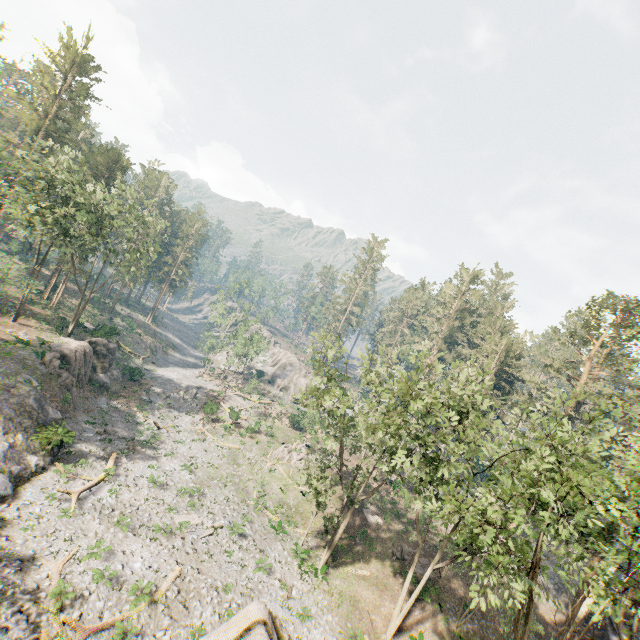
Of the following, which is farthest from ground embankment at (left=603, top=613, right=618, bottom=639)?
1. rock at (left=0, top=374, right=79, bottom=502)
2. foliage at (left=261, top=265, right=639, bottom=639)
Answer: rock at (left=0, top=374, right=79, bottom=502)

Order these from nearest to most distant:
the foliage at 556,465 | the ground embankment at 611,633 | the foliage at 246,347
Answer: the foliage at 556,465 < the ground embankment at 611,633 < the foliage at 246,347

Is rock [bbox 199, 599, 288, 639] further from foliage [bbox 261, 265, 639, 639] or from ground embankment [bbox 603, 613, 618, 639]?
ground embankment [bbox 603, 613, 618, 639]

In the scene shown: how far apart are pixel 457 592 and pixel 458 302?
43.0m

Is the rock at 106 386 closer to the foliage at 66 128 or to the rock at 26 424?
the rock at 26 424

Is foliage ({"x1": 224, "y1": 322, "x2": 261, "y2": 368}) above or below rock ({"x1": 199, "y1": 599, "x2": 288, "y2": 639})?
above

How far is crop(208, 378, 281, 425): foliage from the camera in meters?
43.7
